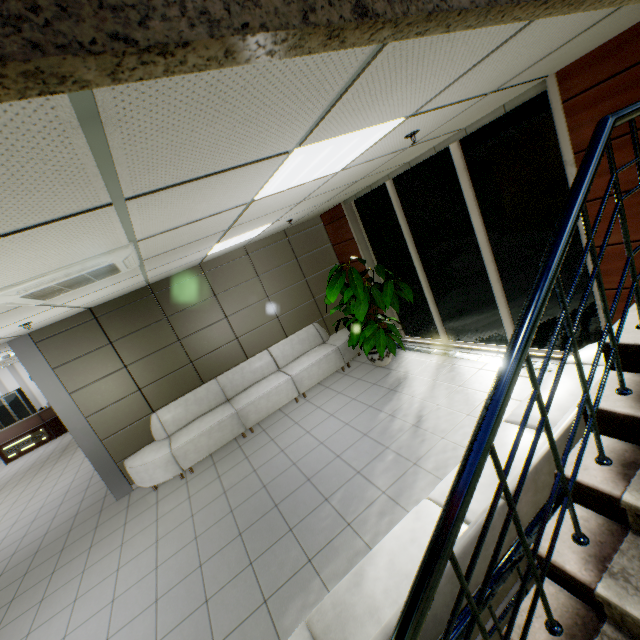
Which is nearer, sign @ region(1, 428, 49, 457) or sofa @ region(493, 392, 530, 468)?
sofa @ region(493, 392, 530, 468)

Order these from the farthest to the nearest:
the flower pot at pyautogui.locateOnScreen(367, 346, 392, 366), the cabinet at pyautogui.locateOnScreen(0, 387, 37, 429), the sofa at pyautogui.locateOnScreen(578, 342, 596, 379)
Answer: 1. the cabinet at pyautogui.locateOnScreen(0, 387, 37, 429)
2. the flower pot at pyautogui.locateOnScreen(367, 346, 392, 366)
3. the sofa at pyautogui.locateOnScreen(578, 342, 596, 379)

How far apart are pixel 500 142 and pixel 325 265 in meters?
4.4 m

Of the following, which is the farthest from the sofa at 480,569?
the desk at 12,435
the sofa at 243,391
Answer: the desk at 12,435

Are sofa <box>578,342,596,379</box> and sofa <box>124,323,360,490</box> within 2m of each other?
no

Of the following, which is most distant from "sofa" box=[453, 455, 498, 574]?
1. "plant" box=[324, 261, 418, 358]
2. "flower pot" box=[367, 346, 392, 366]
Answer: "flower pot" box=[367, 346, 392, 366]

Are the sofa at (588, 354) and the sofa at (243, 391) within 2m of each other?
no

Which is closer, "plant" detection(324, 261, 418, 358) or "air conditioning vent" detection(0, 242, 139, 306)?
"air conditioning vent" detection(0, 242, 139, 306)
